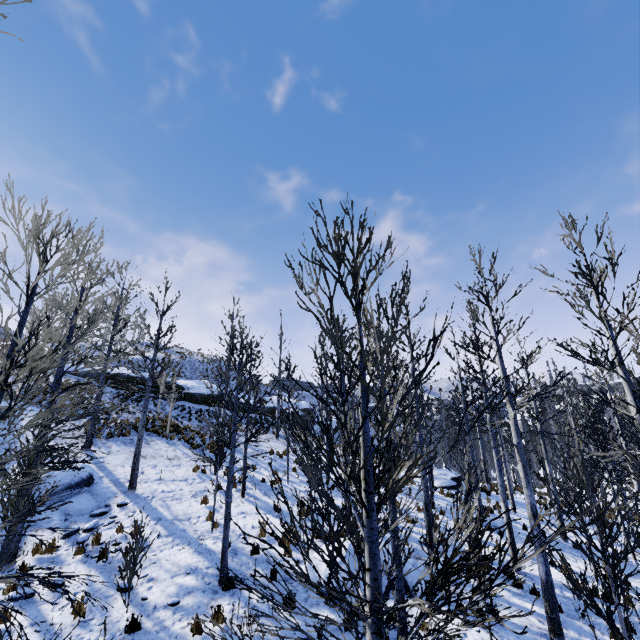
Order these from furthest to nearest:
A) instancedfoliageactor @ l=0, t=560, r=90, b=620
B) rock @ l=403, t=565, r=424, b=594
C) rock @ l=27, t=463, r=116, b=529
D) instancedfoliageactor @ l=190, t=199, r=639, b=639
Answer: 1. rock @ l=27, t=463, r=116, b=529
2. rock @ l=403, t=565, r=424, b=594
3. instancedfoliageactor @ l=0, t=560, r=90, b=620
4. instancedfoliageactor @ l=190, t=199, r=639, b=639

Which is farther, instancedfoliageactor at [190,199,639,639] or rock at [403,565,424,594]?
rock at [403,565,424,594]

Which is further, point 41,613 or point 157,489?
point 157,489

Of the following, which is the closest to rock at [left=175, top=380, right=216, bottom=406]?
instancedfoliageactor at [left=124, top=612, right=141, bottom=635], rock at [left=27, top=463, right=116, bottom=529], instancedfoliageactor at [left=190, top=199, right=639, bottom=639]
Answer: rock at [left=27, top=463, right=116, bottom=529]

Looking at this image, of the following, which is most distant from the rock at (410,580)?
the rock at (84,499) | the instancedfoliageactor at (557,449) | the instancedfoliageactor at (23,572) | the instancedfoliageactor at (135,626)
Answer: the instancedfoliageactor at (557,449)

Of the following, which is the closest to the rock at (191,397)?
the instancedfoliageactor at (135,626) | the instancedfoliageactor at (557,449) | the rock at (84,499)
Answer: the rock at (84,499)

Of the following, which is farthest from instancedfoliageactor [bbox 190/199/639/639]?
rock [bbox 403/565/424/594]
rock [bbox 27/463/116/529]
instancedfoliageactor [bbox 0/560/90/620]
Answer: rock [bbox 27/463/116/529]

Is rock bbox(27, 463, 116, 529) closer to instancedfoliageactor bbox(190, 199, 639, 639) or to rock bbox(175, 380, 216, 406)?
rock bbox(175, 380, 216, 406)
